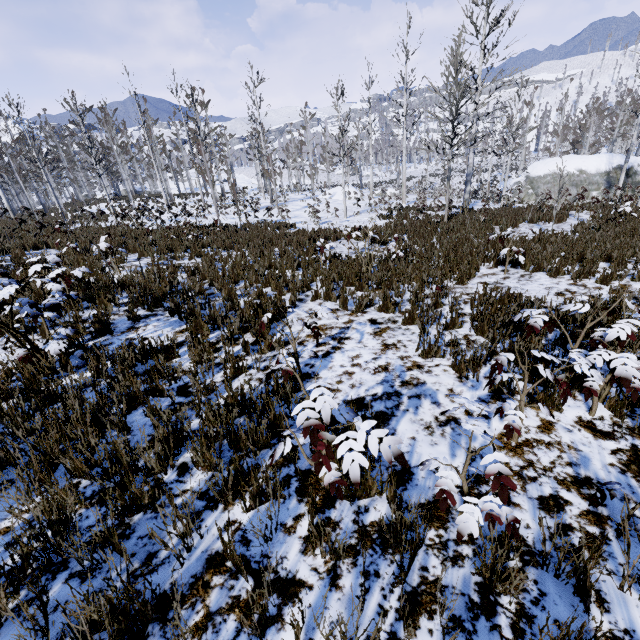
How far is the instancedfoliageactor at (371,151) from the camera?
19.1m

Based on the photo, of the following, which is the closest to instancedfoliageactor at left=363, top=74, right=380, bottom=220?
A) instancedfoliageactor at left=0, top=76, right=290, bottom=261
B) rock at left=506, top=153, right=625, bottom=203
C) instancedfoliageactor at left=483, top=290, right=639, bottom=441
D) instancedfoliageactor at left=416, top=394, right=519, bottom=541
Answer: rock at left=506, top=153, right=625, bottom=203

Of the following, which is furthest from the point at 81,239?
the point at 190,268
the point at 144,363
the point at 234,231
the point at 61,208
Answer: the point at 144,363

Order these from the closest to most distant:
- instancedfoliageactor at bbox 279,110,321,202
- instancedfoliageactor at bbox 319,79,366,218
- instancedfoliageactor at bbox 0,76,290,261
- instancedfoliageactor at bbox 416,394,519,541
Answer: instancedfoliageactor at bbox 416,394,519,541 → instancedfoliageactor at bbox 0,76,290,261 → instancedfoliageactor at bbox 319,79,366,218 → instancedfoliageactor at bbox 279,110,321,202

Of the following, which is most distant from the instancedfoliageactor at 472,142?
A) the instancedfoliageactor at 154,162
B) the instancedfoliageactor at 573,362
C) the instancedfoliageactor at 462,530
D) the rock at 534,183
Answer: the instancedfoliageactor at 462,530

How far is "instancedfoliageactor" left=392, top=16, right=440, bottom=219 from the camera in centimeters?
1555cm

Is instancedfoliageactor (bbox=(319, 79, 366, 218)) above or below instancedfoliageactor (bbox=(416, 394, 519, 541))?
above

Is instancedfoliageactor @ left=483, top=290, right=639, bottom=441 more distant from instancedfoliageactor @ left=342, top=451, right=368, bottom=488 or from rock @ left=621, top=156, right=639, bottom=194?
rock @ left=621, top=156, right=639, bottom=194
